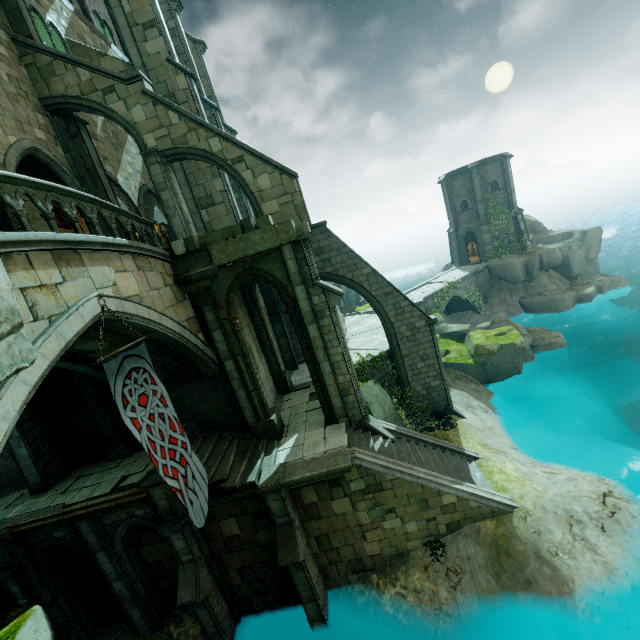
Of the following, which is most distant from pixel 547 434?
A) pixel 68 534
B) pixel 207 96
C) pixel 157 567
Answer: pixel 207 96

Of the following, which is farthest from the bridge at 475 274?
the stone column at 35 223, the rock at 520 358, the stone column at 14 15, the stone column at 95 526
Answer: the stone column at 14 15

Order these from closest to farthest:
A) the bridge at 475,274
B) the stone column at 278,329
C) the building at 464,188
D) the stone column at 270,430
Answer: the stone column at 270,430 → the stone column at 278,329 → the bridge at 475,274 → the building at 464,188

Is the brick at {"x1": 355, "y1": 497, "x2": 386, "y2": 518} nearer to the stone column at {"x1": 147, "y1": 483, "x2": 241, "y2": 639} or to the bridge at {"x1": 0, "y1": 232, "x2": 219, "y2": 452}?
the stone column at {"x1": 147, "y1": 483, "x2": 241, "y2": 639}

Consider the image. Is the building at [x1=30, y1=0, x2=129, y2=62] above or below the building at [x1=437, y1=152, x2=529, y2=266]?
above

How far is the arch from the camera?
11.1 meters

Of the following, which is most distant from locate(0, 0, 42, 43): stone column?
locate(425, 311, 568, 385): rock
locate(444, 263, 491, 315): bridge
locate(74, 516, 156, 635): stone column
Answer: locate(425, 311, 568, 385): rock

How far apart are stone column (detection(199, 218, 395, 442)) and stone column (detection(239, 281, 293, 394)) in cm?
297
